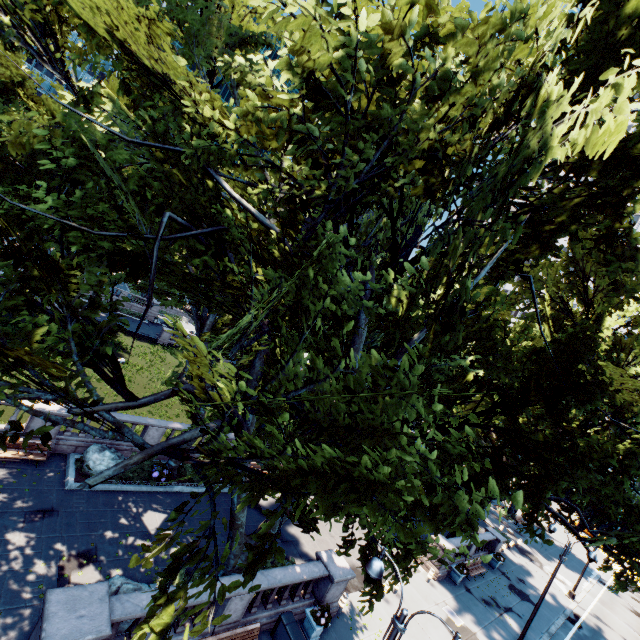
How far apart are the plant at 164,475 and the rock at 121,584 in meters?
5.7

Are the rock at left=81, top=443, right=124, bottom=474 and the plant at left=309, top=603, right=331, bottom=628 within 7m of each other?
no

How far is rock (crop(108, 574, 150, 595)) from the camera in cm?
1023

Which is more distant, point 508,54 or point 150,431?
point 150,431

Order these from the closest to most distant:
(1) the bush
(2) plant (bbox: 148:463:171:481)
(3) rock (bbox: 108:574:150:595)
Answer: (3) rock (bbox: 108:574:150:595)
(1) the bush
(2) plant (bbox: 148:463:171:481)

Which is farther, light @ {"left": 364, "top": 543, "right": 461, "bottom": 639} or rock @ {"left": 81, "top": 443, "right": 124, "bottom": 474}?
rock @ {"left": 81, "top": 443, "right": 124, "bottom": 474}

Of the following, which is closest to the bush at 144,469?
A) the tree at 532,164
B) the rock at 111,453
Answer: the rock at 111,453

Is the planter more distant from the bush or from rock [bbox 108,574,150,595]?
the bush
